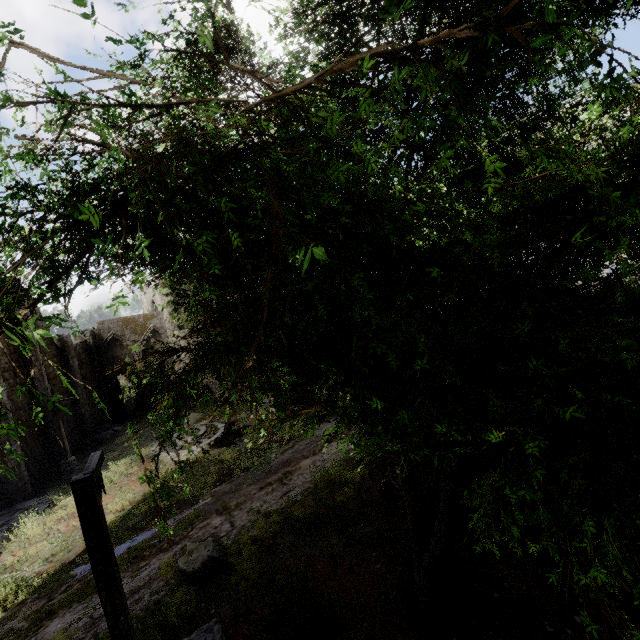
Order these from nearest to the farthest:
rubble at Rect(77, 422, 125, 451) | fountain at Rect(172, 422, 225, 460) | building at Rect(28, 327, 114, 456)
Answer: fountain at Rect(172, 422, 225, 460) → building at Rect(28, 327, 114, 456) → rubble at Rect(77, 422, 125, 451)

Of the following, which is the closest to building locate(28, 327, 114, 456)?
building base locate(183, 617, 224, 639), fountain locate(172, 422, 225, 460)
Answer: building base locate(183, 617, 224, 639)

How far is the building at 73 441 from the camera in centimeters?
2128cm

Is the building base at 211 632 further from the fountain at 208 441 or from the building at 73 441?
the fountain at 208 441

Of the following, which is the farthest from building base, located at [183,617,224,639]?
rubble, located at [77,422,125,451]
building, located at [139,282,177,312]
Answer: rubble, located at [77,422,125,451]

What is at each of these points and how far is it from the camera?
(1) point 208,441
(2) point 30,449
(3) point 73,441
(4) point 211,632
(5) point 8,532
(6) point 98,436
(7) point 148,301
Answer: (1) fountain, 18.3 meters
(2) building, 18.8 meters
(3) building, 23.8 meters
(4) building base, 7.1 meters
(5) rubble, 13.4 meters
(6) rubble, 25.3 meters
(7) building, 38.7 meters

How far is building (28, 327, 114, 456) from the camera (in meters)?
21.28

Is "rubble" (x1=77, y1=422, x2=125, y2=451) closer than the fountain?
No
